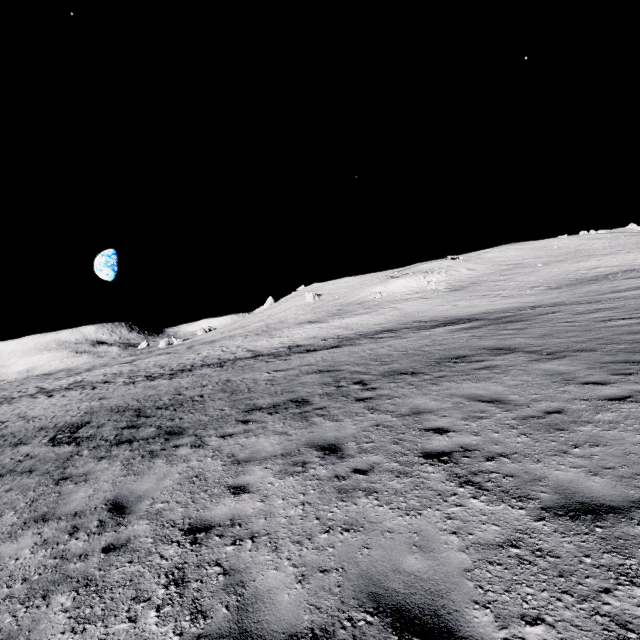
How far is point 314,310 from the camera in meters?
58.2
